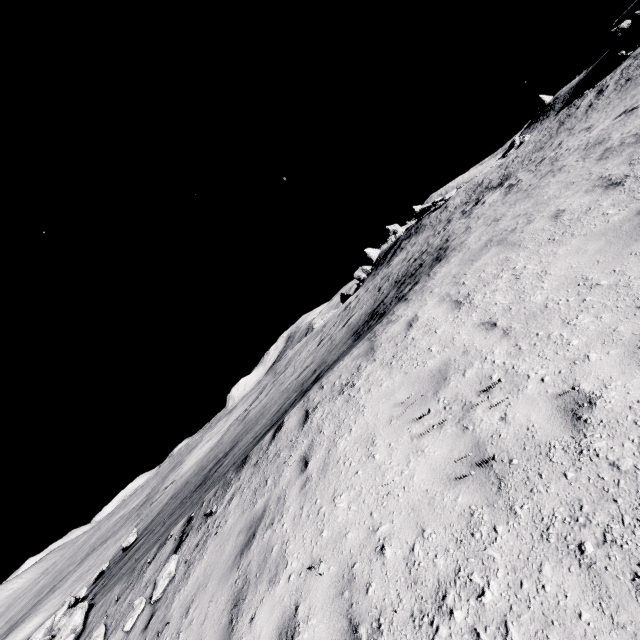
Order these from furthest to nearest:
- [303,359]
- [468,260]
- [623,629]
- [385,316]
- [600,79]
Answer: [600,79], [303,359], [385,316], [468,260], [623,629]
